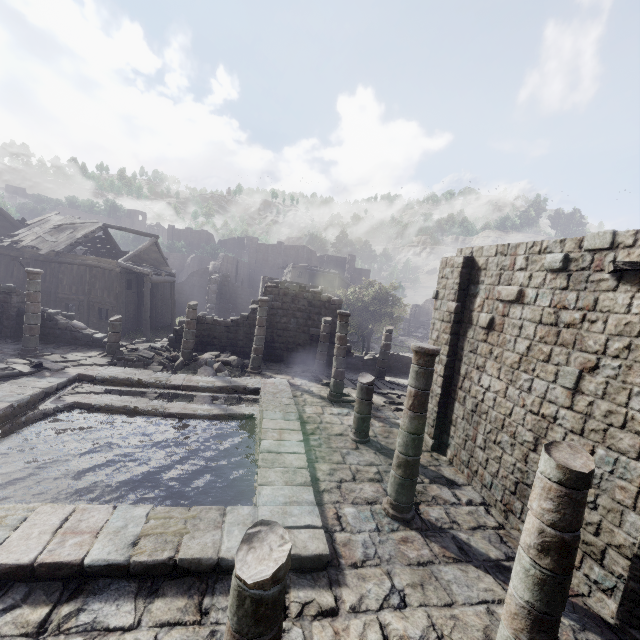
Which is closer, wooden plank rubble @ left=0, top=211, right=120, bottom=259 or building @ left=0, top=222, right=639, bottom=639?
building @ left=0, top=222, right=639, bottom=639

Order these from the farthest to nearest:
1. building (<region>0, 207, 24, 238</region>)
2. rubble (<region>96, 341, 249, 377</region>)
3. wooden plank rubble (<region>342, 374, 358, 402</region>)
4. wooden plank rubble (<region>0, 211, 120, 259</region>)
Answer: building (<region>0, 207, 24, 238</region>) → wooden plank rubble (<region>0, 211, 120, 259</region>) → rubble (<region>96, 341, 249, 377</region>) → wooden plank rubble (<region>342, 374, 358, 402</region>)

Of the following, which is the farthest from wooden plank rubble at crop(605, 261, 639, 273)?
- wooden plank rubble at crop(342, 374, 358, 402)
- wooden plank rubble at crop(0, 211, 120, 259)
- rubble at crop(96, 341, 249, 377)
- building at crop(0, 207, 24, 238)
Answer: wooden plank rubble at crop(0, 211, 120, 259)

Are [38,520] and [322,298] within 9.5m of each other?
no

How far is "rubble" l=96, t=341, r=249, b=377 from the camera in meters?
15.0

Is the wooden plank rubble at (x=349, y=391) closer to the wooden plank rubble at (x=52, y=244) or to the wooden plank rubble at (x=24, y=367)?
the wooden plank rubble at (x=24, y=367)

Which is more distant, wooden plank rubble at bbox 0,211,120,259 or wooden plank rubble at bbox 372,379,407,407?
wooden plank rubble at bbox 0,211,120,259

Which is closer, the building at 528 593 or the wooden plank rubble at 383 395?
the building at 528 593
